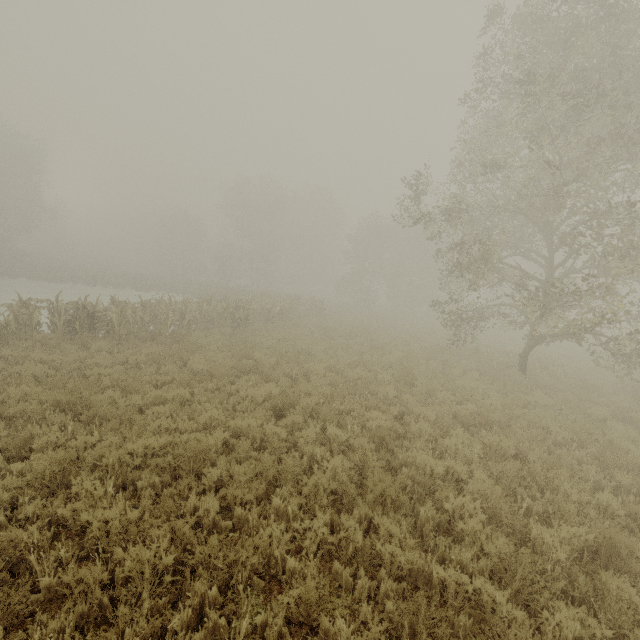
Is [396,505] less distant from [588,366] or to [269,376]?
[269,376]
